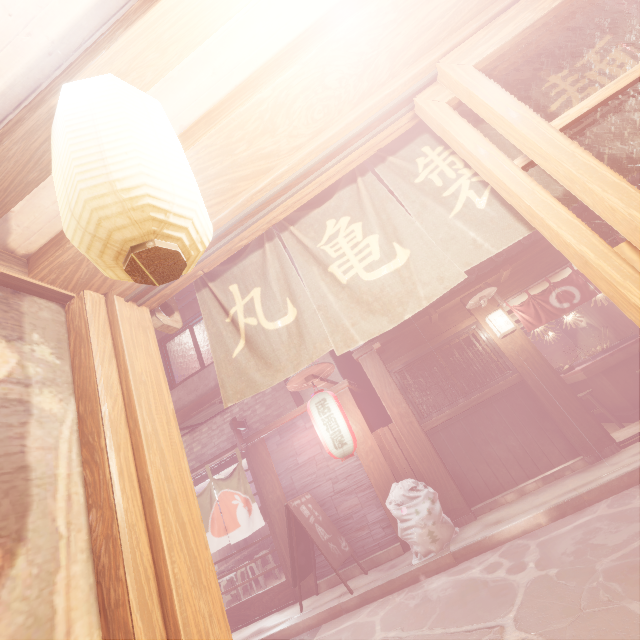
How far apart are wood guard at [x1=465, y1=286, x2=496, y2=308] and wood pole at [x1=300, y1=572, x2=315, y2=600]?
8.76m

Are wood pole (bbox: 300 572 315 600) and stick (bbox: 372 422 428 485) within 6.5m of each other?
yes

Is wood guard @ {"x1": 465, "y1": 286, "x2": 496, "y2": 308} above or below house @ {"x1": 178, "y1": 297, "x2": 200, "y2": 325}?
below

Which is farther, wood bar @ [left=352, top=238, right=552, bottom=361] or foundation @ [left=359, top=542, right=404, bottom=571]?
wood bar @ [left=352, top=238, right=552, bottom=361]

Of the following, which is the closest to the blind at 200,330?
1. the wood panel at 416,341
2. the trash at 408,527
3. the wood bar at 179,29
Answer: the wood panel at 416,341

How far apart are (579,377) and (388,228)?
11.9 meters

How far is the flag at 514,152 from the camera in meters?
3.2 m

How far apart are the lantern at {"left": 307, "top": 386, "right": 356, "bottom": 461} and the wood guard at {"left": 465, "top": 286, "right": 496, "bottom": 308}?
5.2 meters
